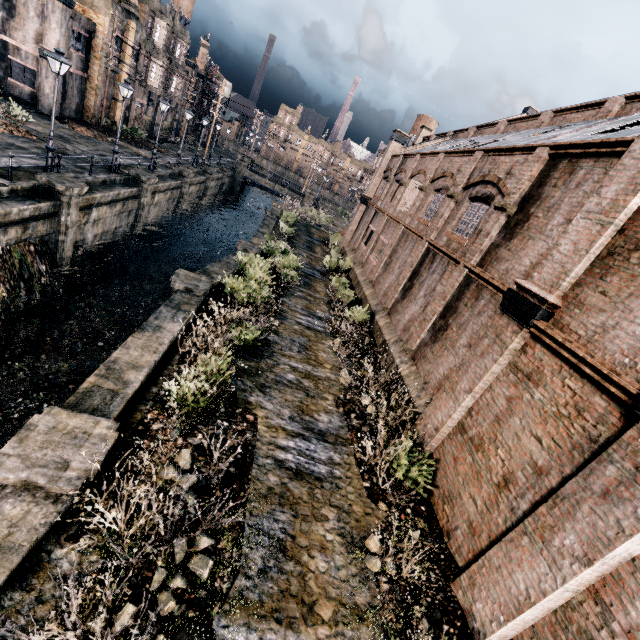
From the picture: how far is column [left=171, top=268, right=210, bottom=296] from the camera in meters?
13.4

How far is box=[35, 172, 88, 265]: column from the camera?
15.5 meters

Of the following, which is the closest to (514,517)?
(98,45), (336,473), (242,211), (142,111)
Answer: (336,473)

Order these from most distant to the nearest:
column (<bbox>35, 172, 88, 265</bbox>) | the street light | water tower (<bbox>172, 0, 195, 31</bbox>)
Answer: water tower (<bbox>172, 0, 195, 31</bbox>) → column (<bbox>35, 172, 88, 265</bbox>) → the street light

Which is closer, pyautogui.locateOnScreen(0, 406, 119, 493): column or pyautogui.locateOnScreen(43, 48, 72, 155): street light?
pyautogui.locateOnScreen(0, 406, 119, 493): column

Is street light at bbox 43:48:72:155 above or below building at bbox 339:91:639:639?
above

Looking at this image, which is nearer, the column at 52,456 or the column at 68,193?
the column at 52,456

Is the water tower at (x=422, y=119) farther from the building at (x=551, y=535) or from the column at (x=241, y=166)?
the column at (x=241, y=166)
